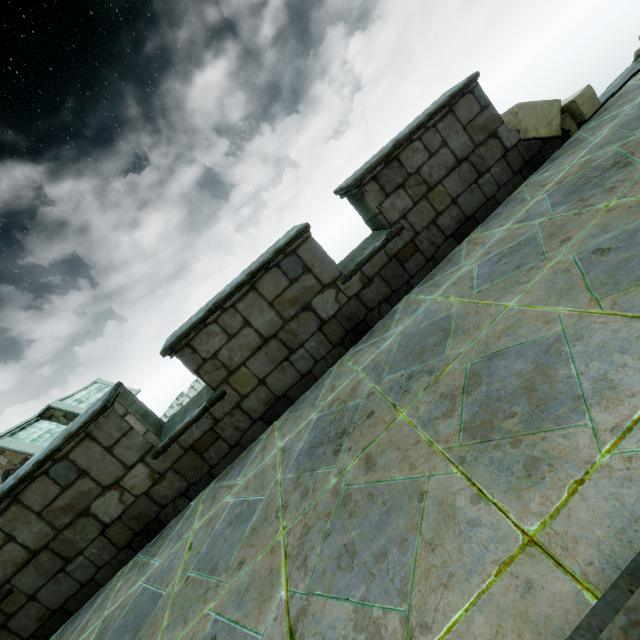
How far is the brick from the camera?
4.58m

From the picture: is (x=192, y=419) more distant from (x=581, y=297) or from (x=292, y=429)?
(x=581, y=297)

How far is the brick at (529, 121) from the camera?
4.6 meters

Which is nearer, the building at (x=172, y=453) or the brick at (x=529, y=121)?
the building at (x=172, y=453)

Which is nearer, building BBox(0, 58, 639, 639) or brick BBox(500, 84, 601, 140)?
building BBox(0, 58, 639, 639)
